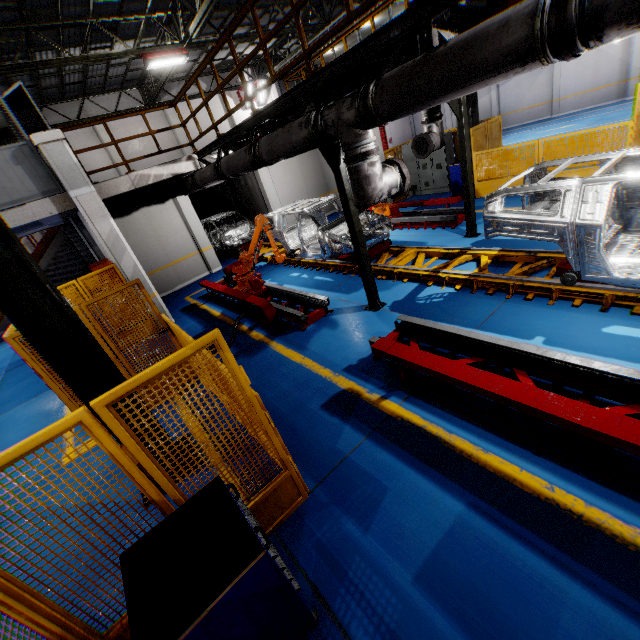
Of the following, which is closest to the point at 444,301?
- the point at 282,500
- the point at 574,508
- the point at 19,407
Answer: the point at 574,508

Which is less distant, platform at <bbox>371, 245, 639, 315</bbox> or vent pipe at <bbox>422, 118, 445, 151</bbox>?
platform at <bbox>371, 245, 639, 315</bbox>

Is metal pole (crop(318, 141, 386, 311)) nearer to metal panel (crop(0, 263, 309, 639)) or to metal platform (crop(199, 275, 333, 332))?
metal platform (crop(199, 275, 333, 332))

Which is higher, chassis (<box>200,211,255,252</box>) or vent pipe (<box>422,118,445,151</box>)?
vent pipe (<box>422,118,445,151</box>)

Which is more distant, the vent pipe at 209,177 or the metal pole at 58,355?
the vent pipe at 209,177

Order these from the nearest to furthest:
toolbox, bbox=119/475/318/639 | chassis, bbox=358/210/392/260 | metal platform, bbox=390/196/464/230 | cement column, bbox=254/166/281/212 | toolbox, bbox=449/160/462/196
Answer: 1. toolbox, bbox=119/475/318/639
2. chassis, bbox=358/210/392/260
3. metal platform, bbox=390/196/464/230
4. toolbox, bbox=449/160/462/196
5. cement column, bbox=254/166/281/212

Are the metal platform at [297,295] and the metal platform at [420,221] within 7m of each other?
yes

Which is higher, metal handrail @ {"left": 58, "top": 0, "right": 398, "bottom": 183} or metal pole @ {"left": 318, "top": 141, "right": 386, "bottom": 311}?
metal handrail @ {"left": 58, "top": 0, "right": 398, "bottom": 183}
